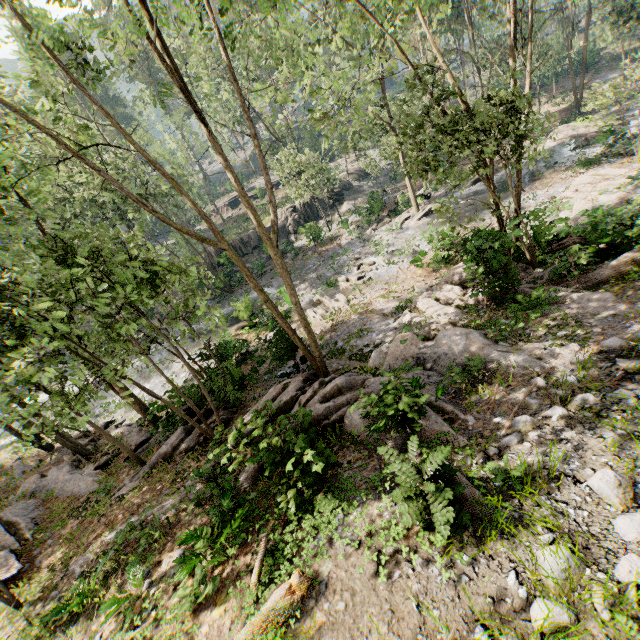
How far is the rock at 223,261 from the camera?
33.94m

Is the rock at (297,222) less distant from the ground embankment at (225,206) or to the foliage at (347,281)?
the foliage at (347,281)

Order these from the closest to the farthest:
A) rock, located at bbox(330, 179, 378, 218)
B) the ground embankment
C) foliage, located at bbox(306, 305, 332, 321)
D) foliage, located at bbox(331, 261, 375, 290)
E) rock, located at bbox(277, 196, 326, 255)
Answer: foliage, located at bbox(306, 305, 332, 321) < foliage, located at bbox(331, 261, 375, 290) < rock, located at bbox(277, 196, 326, 255) < rock, located at bbox(330, 179, 378, 218) < the ground embankment

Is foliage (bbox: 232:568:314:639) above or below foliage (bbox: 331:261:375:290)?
above

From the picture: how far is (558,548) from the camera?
4.0 meters

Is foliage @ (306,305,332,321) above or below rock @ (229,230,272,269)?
below
